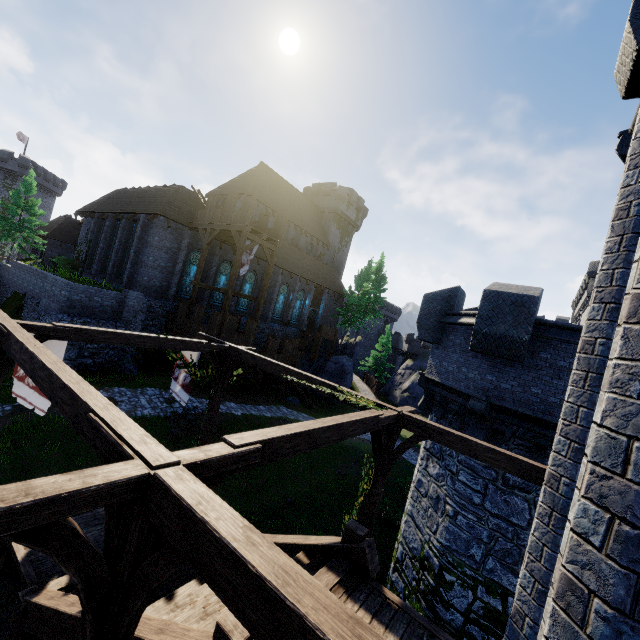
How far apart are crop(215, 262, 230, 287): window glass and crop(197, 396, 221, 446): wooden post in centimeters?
1819cm

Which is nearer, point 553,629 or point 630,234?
point 553,629

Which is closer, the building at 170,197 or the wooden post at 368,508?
the wooden post at 368,508

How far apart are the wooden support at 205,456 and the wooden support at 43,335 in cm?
368

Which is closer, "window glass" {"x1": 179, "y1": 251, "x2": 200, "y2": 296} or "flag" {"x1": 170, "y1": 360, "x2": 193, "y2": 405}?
"flag" {"x1": 170, "y1": 360, "x2": 193, "y2": 405}

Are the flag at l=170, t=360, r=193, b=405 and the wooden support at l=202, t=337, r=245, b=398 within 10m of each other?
yes

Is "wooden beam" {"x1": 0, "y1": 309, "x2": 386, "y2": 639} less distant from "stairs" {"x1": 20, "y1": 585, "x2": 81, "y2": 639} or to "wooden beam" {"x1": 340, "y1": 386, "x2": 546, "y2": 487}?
"stairs" {"x1": 20, "y1": 585, "x2": 81, "y2": 639}

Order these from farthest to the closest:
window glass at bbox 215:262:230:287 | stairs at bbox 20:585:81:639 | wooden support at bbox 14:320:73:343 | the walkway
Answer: window glass at bbox 215:262:230:287 → the walkway → wooden support at bbox 14:320:73:343 → stairs at bbox 20:585:81:639
